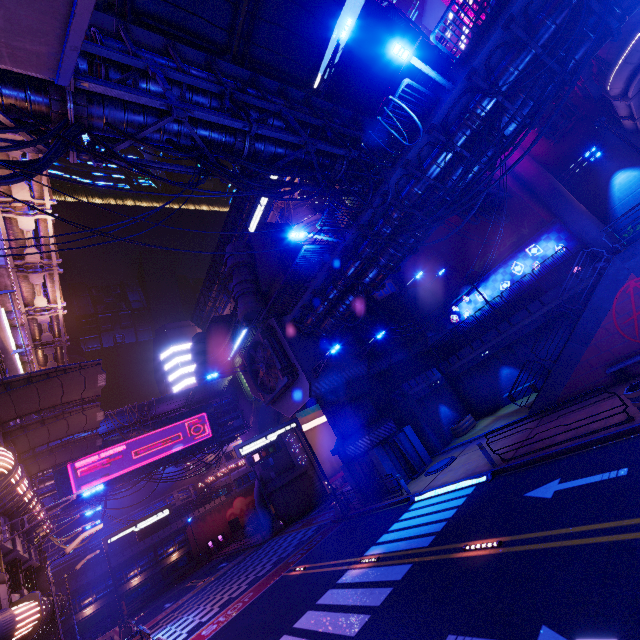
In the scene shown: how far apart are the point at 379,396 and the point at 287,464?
17.83m

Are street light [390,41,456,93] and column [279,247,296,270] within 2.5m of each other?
no

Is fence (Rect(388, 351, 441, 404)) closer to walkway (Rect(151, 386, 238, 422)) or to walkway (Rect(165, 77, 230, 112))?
walkway (Rect(165, 77, 230, 112))

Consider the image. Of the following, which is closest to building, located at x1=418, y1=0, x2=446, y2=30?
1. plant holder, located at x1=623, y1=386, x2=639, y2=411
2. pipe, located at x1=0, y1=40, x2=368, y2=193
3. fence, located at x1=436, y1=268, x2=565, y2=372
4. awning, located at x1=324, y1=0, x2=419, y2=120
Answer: pipe, located at x1=0, y1=40, x2=368, y2=193

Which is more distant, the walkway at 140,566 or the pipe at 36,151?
the walkway at 140,566

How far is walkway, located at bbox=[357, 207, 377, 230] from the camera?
15.2 meters

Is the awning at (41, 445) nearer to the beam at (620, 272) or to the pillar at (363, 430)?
the pillar at (363, 430)

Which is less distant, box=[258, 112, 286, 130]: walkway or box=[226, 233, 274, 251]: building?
box=[258, 112, 286, 130]: walkway
